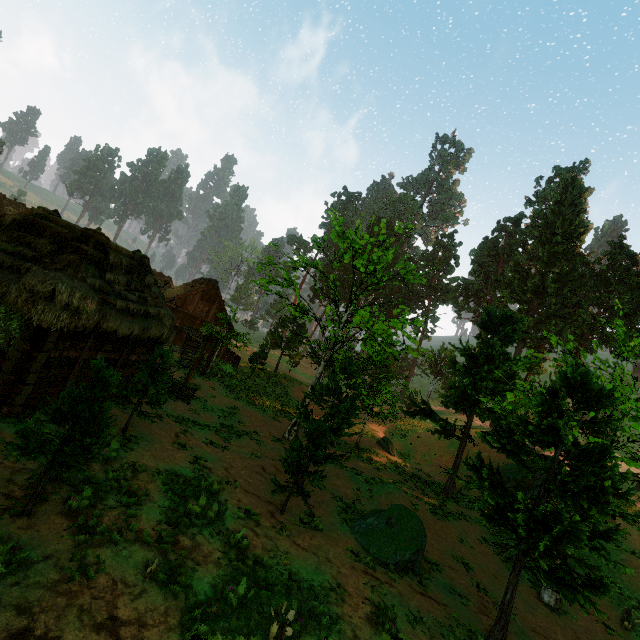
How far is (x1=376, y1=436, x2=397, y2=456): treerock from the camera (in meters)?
26.25

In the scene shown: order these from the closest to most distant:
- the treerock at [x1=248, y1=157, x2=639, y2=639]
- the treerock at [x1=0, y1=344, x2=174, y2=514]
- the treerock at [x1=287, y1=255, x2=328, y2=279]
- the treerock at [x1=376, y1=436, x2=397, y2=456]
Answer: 1. the treerock at [x1=0, y1=344, x2=174, y2=514]
2. the treerock at [x1=248, y1=157, x2=639, y2=639]
3. the treerock at [x1=287, y1=255, x2=328, y2=279]
4. the treerock at [x1=376, y1=436, x2=397, y2=456]

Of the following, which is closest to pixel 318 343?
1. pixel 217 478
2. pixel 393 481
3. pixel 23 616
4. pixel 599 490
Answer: pixel 393 481

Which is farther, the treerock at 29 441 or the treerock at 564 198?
the treerock at 564 198

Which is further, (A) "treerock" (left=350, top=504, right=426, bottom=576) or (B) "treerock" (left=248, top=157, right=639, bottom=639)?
(A) "treerock" (left=350, top=504, right=426, bottom=576)

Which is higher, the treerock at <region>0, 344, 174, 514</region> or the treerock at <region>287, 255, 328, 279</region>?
the treerock at <region>287, 255, 328, 279</region>

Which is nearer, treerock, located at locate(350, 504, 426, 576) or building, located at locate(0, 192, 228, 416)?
building, located at locate(0, 192, 228, 416)

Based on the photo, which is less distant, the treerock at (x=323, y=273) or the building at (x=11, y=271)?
the building at (x=11, y=271)
